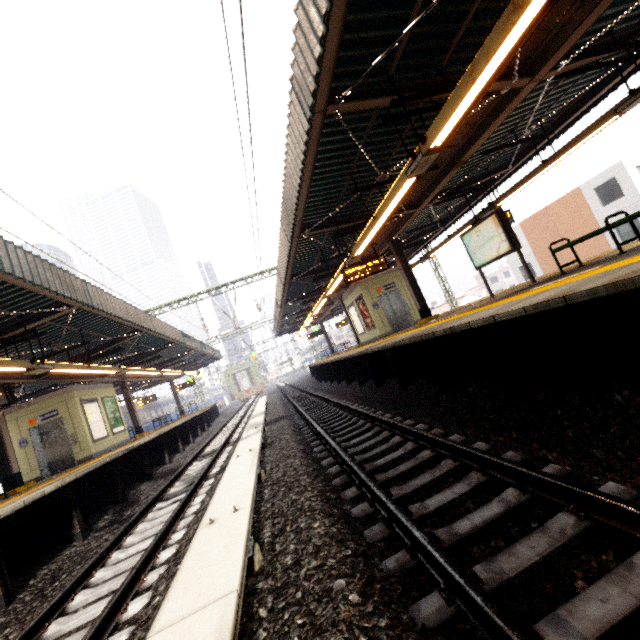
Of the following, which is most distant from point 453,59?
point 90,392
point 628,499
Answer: point 90,392

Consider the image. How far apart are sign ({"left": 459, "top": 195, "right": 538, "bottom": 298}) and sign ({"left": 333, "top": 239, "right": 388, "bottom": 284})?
2.2 meters

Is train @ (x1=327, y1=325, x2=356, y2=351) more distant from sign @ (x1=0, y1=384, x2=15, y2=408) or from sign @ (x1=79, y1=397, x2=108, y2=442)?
sign @ (x1=0, y1=384, x2=15, y2=408)

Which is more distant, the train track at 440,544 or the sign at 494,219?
the sign at 494,219

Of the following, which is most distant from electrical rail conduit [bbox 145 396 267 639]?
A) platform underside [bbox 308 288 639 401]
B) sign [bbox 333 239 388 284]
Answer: sign [bbox 333 239 388 284]

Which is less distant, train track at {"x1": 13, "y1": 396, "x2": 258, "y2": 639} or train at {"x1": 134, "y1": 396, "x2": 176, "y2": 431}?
train track at {"x1": 13, "y1": 396, "x2": 258, "y2": 639}

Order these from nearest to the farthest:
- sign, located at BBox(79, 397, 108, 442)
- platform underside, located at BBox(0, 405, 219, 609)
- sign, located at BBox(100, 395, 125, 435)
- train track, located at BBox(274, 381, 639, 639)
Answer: train track, located at BBox(274, 381, 639, 639), platform underside, located at BBox(0, 405, 219, 609), sign, located at BBox(79, 397, 108, 442), sign, located at BBox(100, 395, 125, 435)

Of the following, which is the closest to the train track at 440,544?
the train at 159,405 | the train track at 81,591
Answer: the train track at 81,591
